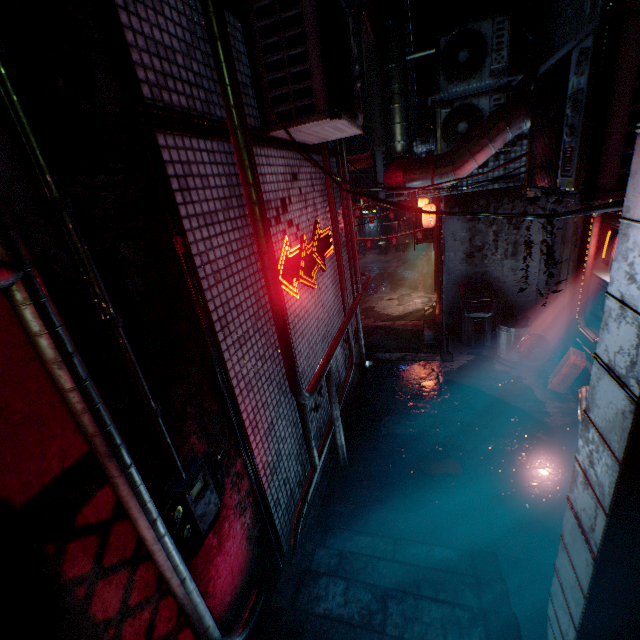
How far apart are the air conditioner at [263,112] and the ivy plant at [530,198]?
1.2m

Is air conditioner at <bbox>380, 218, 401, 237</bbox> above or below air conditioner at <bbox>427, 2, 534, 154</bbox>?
below

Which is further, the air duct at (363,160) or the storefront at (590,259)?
the air duct at (363,160)

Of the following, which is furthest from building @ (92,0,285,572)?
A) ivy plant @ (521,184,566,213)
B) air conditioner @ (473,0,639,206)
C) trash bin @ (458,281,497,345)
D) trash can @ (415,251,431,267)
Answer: trash can @ (415,251,431,267)

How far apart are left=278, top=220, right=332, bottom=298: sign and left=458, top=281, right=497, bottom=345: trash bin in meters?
2.6 m

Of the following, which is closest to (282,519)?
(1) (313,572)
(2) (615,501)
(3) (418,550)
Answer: (1) (313,572)

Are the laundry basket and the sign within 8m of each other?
yes

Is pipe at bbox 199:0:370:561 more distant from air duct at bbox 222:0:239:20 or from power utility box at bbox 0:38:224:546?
power utility box at bbox 0:38:224:546
